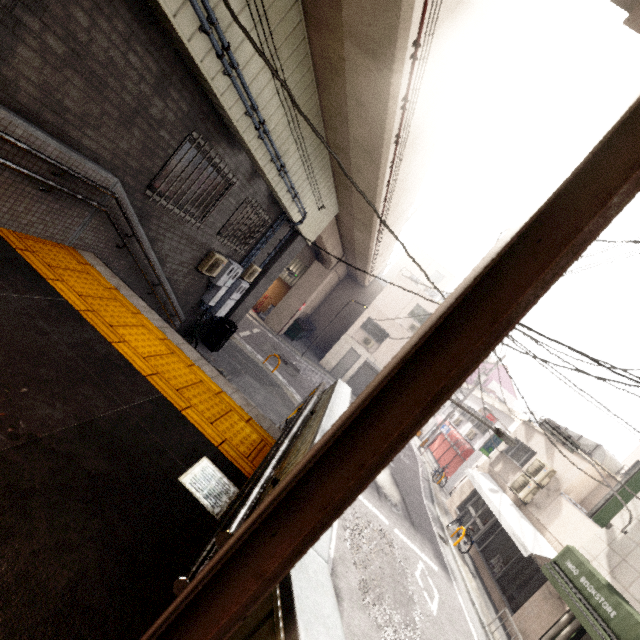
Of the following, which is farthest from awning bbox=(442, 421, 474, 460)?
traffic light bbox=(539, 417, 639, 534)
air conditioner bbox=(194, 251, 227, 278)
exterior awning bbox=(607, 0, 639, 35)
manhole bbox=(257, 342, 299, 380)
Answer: exterior awning bbox=(607, 0, 639, 35)

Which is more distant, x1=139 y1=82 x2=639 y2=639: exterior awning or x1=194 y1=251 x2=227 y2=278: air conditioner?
x1=194 y1=251 x2=227 y2=278: air conditioner

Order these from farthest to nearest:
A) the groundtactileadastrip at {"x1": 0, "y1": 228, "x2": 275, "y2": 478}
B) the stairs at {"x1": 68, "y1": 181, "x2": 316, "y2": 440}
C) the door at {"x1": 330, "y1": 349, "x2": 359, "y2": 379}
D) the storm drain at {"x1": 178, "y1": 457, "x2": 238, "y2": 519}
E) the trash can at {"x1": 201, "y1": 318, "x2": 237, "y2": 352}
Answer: the door at {"x1": 330, "y1": 349, "x2": 359, "y2": 379} → the trash can at {"x1": 201, "y1": 318, "x2": 237, "y2": 352} → the stairs at {"x1": 68, "y1": 181, "x2": 316, "y2": 440} → the groundtactileadastrip at {"x1": 0, "y1": 228, "x2": 275, "y2": 478} → the storm drain at {"x1": 178, "y1": 457, "x2": 238, "y2": 519}

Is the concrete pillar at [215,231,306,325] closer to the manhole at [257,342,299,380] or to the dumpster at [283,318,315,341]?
the dumpster at [283,318,315,341]

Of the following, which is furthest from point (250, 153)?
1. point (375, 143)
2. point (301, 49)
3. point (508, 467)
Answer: point (508, 467)

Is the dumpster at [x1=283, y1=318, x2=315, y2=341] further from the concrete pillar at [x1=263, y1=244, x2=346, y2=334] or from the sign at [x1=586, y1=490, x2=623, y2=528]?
the sign at [x1=586, y1=490, x2=623, y2=528]

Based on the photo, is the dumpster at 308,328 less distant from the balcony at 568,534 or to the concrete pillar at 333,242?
the concrete pillar at 333,242

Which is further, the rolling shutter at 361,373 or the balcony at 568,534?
the rolling shutter at 361,373
